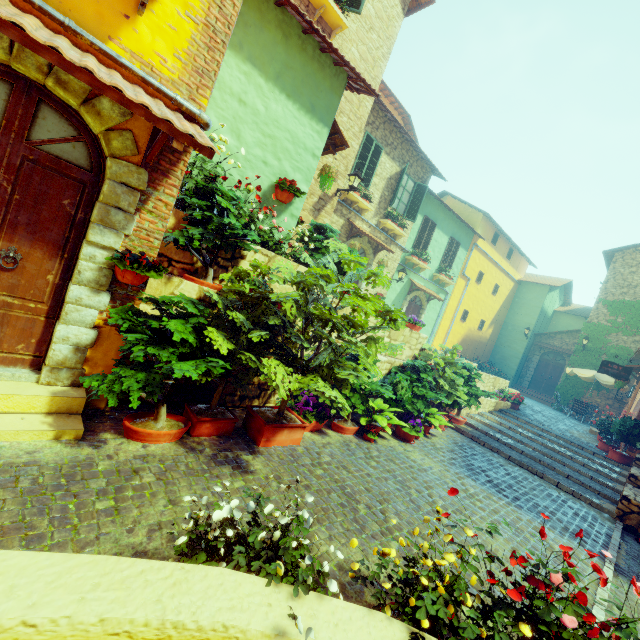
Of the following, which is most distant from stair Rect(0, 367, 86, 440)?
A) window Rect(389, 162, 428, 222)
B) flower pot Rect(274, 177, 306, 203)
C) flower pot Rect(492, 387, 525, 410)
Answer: window Rect(389, 162, 428, 222)

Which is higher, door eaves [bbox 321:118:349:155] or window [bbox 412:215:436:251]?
window [bbox 412:215:436:251]

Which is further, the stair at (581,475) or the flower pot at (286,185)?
the stair at (581,475)

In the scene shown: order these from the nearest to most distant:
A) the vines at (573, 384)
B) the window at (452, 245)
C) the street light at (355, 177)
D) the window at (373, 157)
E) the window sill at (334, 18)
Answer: the window sill at (334, 18) → the street light at (355, 177) → the window at (373, 157) → the window at (452, 245) → the vines at (573, 384)

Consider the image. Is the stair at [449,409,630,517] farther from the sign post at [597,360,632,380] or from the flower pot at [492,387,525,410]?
the sign post at [597,360,632,380]

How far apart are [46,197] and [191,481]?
3.3m

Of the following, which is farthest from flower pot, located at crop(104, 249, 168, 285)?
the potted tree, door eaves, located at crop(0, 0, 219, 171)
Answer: the potted tree

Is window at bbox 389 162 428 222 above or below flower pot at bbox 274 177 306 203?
above
